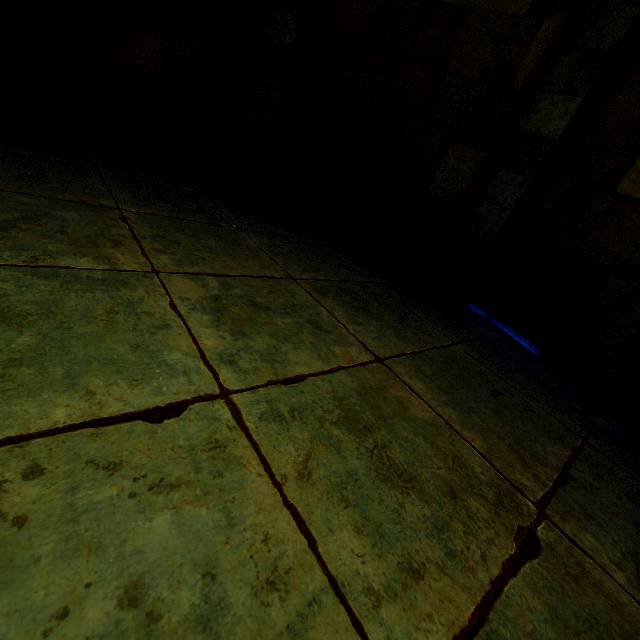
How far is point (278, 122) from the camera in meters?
4.6

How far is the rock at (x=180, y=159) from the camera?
4.70m

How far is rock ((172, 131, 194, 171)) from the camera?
4.7m
